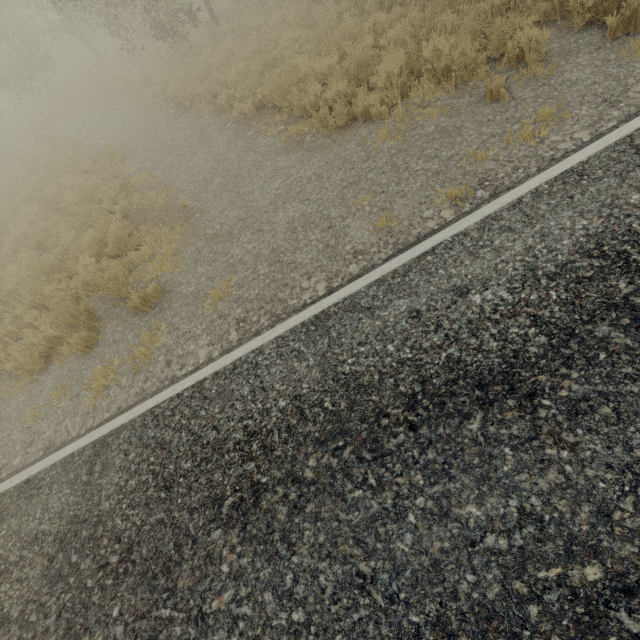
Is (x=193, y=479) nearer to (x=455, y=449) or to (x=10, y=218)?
(x=455, y=449)
